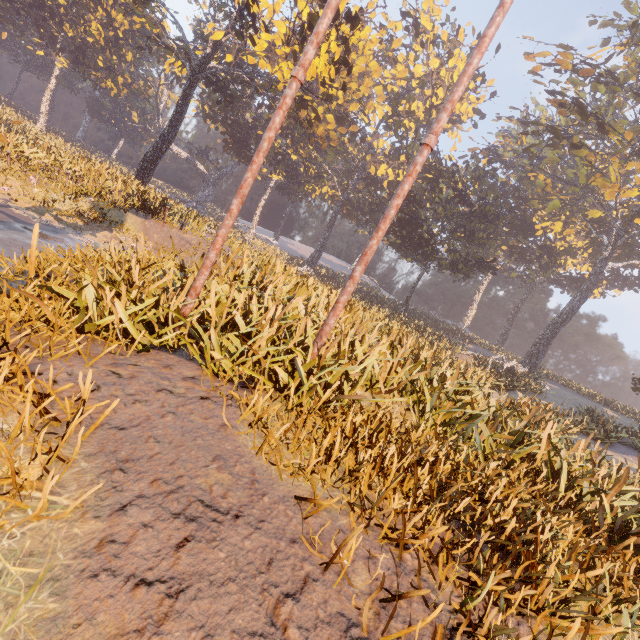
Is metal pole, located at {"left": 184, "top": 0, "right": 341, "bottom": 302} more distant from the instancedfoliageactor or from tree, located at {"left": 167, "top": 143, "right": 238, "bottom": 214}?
tree, located at {"left": 167, "top": 143, "right": 238, "bottom": 214}

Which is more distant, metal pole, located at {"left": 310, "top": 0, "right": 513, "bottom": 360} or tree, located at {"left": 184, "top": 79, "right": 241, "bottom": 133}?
tree, located at {"left": 184, "top": 79, "right": 241, "bottom": 133}

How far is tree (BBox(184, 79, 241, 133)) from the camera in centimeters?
4116cm

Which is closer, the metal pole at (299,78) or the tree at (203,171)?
the metal pole at (299,78)

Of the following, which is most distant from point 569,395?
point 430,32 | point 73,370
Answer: point 430,32

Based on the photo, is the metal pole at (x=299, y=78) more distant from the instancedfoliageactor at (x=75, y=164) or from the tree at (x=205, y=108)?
the tree at (x=205, y=108)

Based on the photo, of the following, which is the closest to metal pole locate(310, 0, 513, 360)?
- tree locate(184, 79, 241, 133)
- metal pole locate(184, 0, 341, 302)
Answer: metal pole locate(184, 0, 341, 302)
